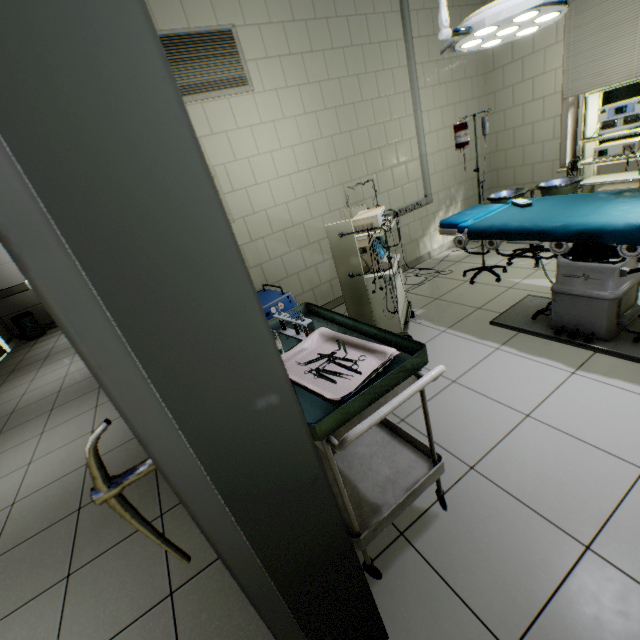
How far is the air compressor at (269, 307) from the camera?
2.7m

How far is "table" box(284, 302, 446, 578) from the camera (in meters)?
1.00

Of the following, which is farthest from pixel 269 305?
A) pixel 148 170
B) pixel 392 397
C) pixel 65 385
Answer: pixel 65 385

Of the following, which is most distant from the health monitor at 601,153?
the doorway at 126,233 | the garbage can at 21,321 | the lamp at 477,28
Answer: the garbage can at 21,321

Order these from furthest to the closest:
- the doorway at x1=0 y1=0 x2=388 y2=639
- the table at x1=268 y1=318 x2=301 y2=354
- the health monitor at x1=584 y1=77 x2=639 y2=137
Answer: the health monitor at x1=584 y1=77 x2=639 y2=137
the table at x1=268 y1=318 x2=301 y2=354
the doorway at x1=0 y1=0 x2=388 y2=639

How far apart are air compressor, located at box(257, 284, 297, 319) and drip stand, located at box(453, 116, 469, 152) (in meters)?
1.94

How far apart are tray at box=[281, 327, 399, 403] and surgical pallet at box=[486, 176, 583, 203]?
2.9m

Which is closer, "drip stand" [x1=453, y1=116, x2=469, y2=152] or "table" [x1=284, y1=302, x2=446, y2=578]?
"table" [x1=284, y1=302, x2=446, y2=578]
